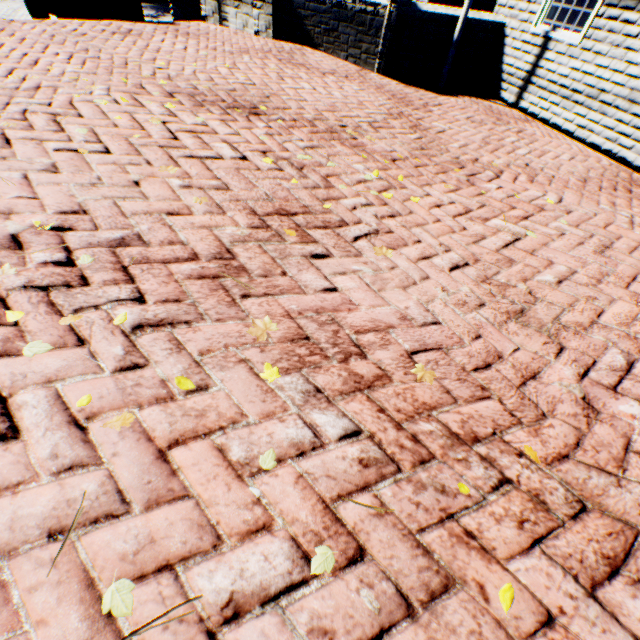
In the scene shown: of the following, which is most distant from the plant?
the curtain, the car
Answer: the car

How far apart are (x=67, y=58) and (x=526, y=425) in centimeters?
580cm

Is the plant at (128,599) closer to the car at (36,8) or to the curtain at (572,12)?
the curtain at (572,12)

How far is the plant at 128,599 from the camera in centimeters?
91cm

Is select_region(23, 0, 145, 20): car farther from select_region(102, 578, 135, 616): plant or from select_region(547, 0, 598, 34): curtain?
select_region(102, 578, 135, 616): plant

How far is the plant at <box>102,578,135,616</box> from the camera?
0.91m
